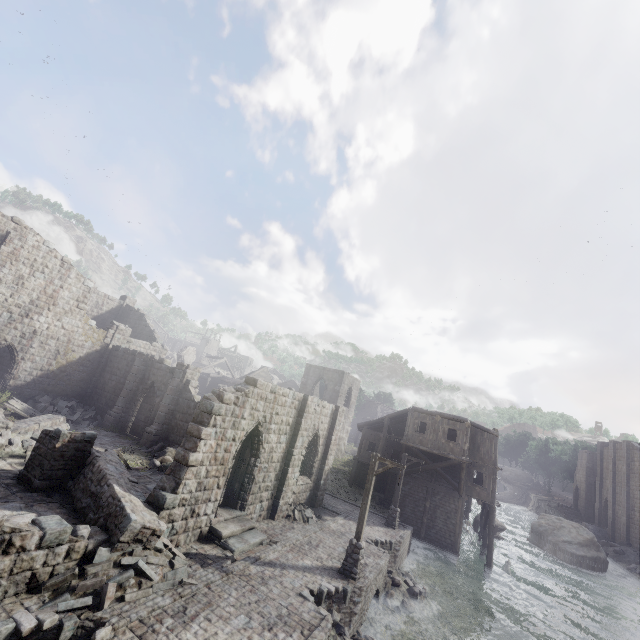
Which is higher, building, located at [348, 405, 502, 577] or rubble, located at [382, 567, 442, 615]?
building, located at [348, 405, 502, 577]

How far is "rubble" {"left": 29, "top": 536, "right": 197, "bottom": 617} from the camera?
7.75m

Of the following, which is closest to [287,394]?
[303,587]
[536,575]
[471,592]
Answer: [303,587]

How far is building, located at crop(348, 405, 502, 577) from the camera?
25.0m

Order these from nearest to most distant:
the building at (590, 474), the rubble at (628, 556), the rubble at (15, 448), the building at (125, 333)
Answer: the building at (125, 333) < the rubble at (15, 448) < the rubble at (628, 556) < the building at (590, 474)

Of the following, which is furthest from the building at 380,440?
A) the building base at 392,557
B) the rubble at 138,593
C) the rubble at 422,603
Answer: the rubble at 422,603

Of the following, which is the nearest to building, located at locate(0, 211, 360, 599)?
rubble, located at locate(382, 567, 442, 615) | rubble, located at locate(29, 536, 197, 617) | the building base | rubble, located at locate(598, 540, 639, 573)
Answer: rubble, located at locate(598, 540, 639, 573)

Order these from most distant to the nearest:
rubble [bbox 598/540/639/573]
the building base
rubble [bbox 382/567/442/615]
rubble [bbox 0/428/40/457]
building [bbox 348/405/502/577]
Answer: rubble [bbox 598/540/639/573] → building [bbox 348/405/502/577] → rubble [bbox 382/567/442/615] → rubble [bbox 0/428/40/457] → the building base
